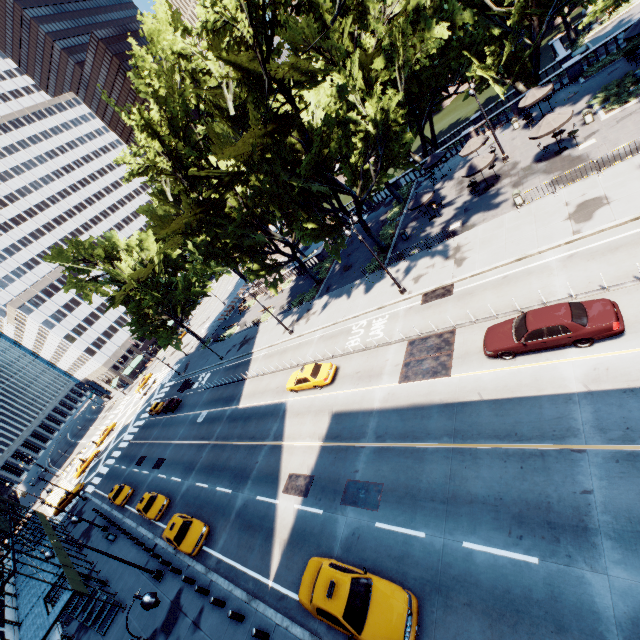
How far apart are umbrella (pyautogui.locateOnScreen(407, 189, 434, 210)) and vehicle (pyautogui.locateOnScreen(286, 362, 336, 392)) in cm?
1700

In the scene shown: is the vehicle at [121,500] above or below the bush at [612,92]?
above

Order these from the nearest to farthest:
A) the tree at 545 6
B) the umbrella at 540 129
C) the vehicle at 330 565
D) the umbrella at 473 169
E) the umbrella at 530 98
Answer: the vehicle at 330 565 < the tree at 545 6 < the umbrella at 540 129 < the umbrella at 473 169 < the umbrella at 530 98

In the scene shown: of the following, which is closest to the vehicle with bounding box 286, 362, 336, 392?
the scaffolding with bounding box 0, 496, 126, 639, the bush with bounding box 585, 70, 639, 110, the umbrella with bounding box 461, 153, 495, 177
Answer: the scaffolding with bounding box 0, 496, 126, 639

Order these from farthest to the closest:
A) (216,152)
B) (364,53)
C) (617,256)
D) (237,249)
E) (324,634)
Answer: (237,249) < (364,53) < (216,152) < (617,256) < (324,634)

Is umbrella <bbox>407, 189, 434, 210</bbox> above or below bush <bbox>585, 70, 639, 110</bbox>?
above

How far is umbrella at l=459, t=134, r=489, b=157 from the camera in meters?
30.1

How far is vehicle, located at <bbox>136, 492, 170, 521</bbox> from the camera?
27.2m
